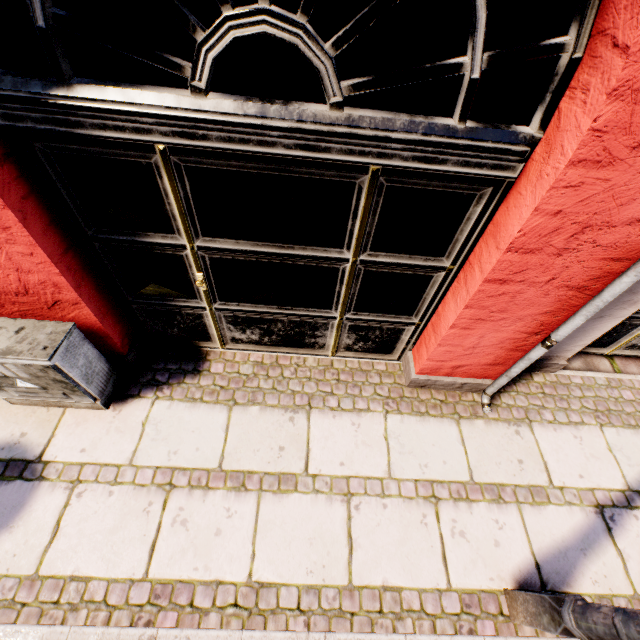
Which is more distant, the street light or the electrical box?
the electrical box

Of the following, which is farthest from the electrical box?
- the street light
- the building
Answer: the street light

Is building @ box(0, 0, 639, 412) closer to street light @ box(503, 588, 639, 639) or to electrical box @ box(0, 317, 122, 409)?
electrical box @ box(0, 317, 122, 409)

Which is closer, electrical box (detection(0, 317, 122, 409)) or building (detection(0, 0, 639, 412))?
building (detection(0, 0, 639, 412))

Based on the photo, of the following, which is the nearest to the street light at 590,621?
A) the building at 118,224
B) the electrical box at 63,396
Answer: the building at 118,224

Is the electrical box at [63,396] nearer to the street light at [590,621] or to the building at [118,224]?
the building at [118,224]

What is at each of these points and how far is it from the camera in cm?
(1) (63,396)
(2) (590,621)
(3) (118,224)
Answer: (1) electrical box, 243
(2) street light, 156
(3) building, 192
